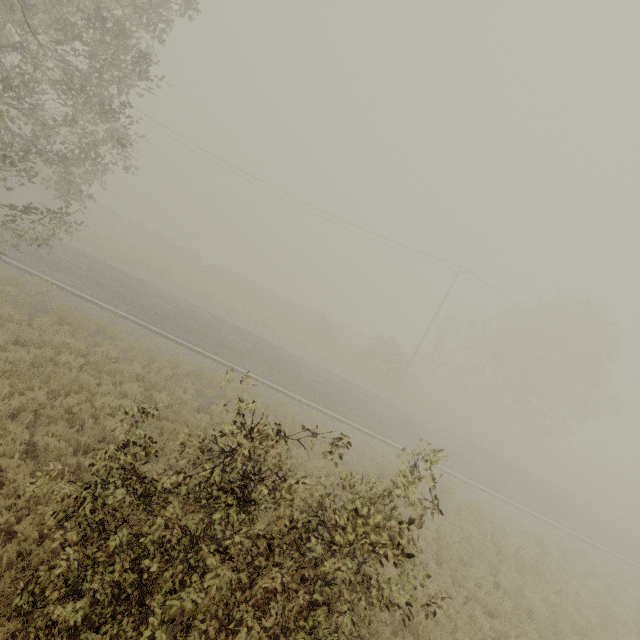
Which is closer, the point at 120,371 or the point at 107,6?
the point at 107,6
